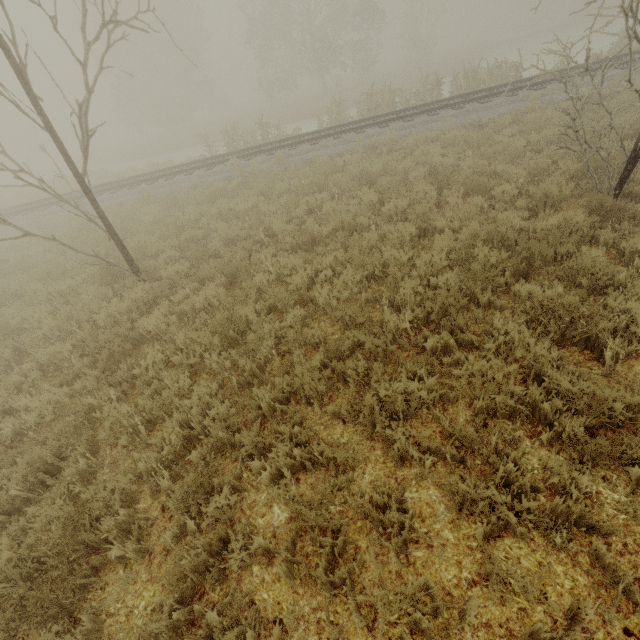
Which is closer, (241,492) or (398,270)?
(241,492)
